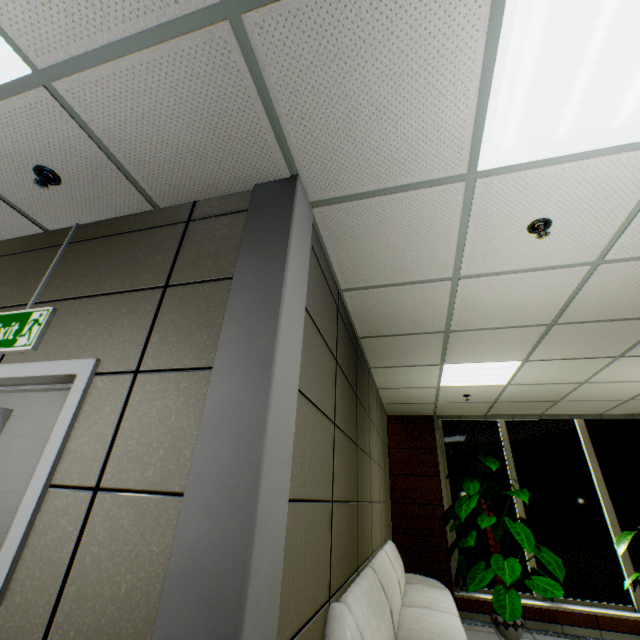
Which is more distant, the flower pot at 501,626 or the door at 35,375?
the flower pot at 501,626

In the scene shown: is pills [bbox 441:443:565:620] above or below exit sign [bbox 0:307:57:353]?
below

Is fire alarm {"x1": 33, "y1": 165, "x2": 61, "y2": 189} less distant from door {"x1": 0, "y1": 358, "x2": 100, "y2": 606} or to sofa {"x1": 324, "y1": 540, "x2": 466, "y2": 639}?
door {"x1": 0, "y1": 358, "x2": 100, "y2": 606}

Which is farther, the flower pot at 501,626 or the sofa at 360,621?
the flower pot at 501,626

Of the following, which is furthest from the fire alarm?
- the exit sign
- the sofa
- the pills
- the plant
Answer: the plant

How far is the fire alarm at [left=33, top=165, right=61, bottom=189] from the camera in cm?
194

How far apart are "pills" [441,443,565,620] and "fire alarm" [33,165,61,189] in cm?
669

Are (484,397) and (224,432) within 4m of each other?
no
